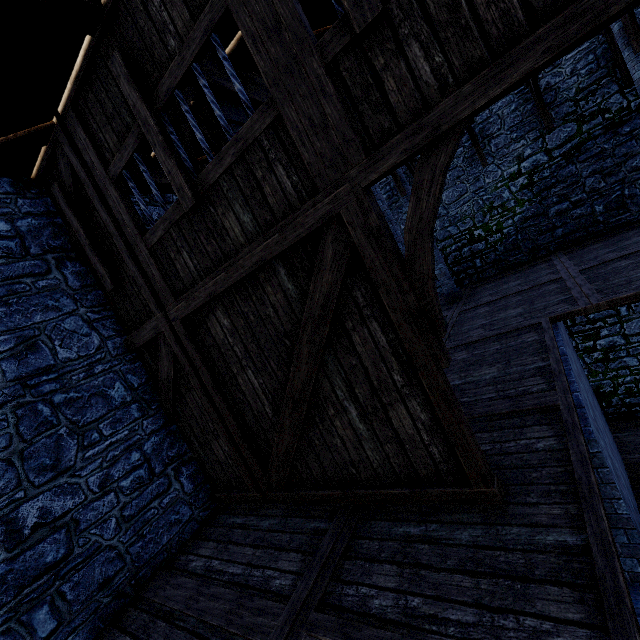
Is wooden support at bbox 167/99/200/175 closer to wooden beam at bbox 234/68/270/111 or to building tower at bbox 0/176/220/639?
wooden beam at bbox 234/68/270/111

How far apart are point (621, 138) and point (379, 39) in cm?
1211

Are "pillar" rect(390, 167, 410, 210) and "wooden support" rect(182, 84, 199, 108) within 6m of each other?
no

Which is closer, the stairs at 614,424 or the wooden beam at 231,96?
the wooden beam at 231,96

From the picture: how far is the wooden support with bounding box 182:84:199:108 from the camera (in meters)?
3.76

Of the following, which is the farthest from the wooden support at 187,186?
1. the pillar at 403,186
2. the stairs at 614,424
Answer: the stairs at 614,424

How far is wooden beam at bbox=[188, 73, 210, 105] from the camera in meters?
3.9 m

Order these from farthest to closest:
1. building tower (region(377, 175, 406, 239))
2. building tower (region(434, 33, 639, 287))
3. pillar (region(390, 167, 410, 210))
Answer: building tower (region(377, 175, 406, 239)) < pillar (region(390, 167, 410, 210)) < building tower (region(434, 33, 639, 287))
